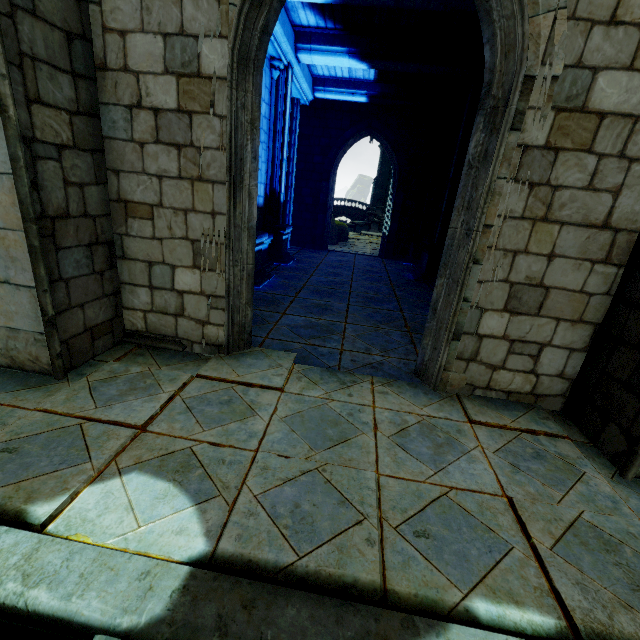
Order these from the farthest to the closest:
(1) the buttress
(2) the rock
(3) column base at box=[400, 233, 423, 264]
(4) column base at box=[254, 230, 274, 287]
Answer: (1) the buttress → (2) the rock → (3) column base at box=[400, 233, 423, 264] → (4) column base at box=[254, 230, 274, 287]

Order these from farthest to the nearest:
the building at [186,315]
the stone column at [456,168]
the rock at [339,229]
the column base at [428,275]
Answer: the rock at [339,229] < the column base at [428,275] < the stone column at [456,168] < the building at [186,315]

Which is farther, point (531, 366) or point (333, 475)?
point (531, 366)

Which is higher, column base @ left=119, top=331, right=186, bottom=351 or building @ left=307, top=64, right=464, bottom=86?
building @ left=307, top=64, right=464, bottom=86

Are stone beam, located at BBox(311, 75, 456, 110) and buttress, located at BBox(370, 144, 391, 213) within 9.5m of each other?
no

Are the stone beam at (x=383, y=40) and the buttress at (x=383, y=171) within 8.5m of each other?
no

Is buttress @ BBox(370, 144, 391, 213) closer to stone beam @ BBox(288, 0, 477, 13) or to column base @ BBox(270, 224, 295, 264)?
column base @ BBox(270, 224, 295, 264)

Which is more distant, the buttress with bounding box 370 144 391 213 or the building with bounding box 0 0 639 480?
the buttress with bounding box 370 144 391 213
